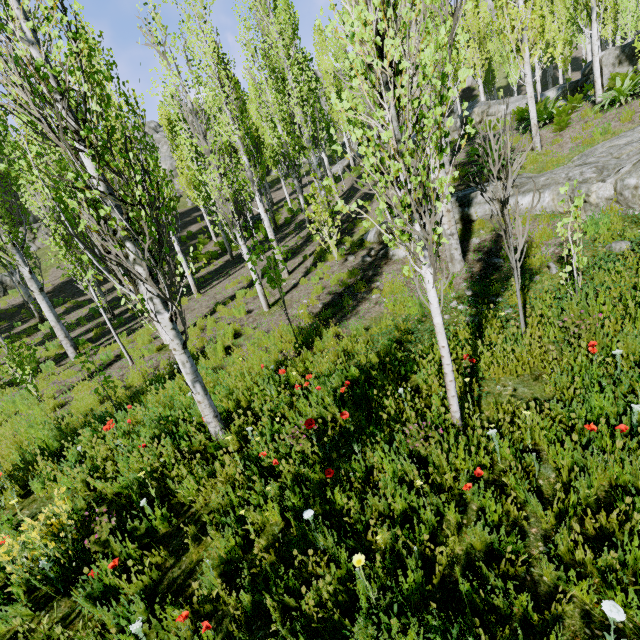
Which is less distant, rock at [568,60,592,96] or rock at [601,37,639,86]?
rock at [601,37,639,86]

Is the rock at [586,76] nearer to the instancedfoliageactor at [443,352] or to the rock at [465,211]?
the instancedfoliageactor at [443,352]

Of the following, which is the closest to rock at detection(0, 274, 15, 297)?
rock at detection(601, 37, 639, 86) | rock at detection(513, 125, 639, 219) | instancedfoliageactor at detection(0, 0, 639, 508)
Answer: instancedfoliageactor at detection(0, 0, 639, 508)

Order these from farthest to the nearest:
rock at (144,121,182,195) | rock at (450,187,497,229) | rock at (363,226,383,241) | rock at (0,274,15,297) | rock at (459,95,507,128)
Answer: rock at (144,121,182,195) < rock at (0,274,15,297) < rock at (459,95,507,128) < rock at (363,226,383,241) < rock at (450,187,497,229)

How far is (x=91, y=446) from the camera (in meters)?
5.27

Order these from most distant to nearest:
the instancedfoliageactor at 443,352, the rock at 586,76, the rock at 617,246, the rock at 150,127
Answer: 1. the rock at 150,127
2. the rock at 586,76
3. the rock at 617,246
4. the instancedfoliageactor at 443,352

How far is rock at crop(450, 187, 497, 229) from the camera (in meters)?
8.48
